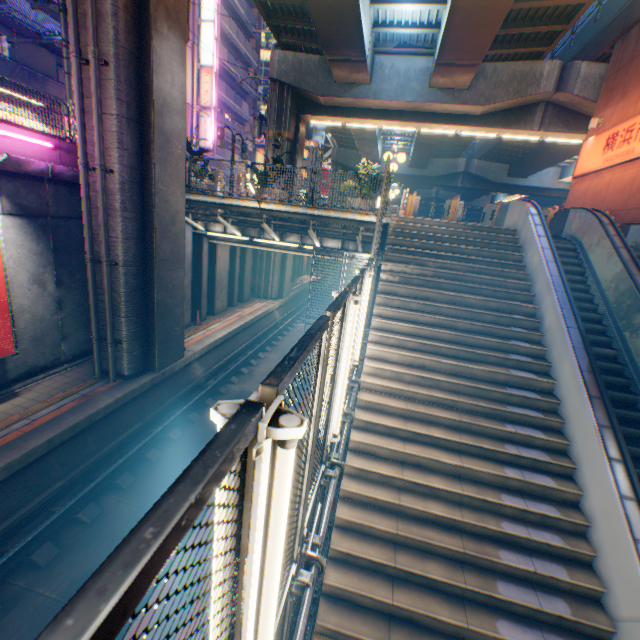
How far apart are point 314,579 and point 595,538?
4.9m

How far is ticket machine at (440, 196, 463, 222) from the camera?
13.16m

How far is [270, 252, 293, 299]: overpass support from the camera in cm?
2319

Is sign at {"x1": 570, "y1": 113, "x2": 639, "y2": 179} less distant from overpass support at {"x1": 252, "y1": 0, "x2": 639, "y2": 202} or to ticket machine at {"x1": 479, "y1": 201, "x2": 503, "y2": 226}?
overpass support at {"x1": 252, "y1": 0, "x2": 639, "y2": 202}

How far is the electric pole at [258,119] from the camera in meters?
24.4

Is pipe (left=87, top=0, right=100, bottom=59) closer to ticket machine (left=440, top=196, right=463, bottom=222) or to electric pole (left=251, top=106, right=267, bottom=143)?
ticket machine (left=440, top=196, right=463, bottom=222)

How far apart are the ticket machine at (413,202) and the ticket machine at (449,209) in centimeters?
121cm

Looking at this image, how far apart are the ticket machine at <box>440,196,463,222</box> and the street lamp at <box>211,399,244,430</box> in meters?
14.0
